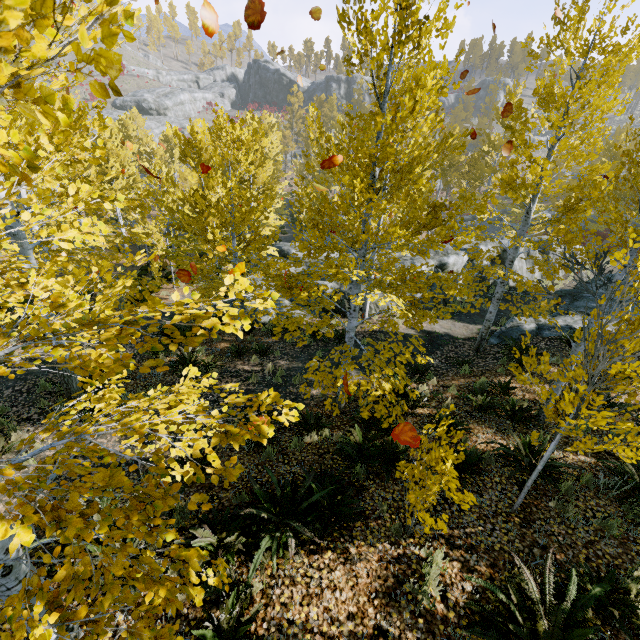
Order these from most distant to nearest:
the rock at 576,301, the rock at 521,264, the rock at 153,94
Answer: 1. the rock at 153,94
2. the rock at 521,264
3. the rock at 576,301

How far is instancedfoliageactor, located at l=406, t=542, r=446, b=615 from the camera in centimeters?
377cm

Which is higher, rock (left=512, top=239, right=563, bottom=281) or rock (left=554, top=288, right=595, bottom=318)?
rock (left=554, top=288, right=595, bottom=318)

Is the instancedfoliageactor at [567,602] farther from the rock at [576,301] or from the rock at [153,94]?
the rock at [153,94]

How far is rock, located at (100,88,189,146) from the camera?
54.6 meters

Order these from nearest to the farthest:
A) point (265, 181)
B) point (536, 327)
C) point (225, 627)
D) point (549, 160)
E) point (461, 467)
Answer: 1. point (225, 627)
2. point (461, 467)
3. point (549, 160)
4. point (536, 327)
5. point (265, 181)

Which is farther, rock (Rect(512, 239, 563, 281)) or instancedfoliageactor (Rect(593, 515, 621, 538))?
rock (Rect(512, 239, 563, 281))

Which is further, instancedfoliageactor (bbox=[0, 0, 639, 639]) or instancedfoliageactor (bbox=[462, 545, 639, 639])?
instancedfoliageactor (bbox=[462, 545, 639, 639])
